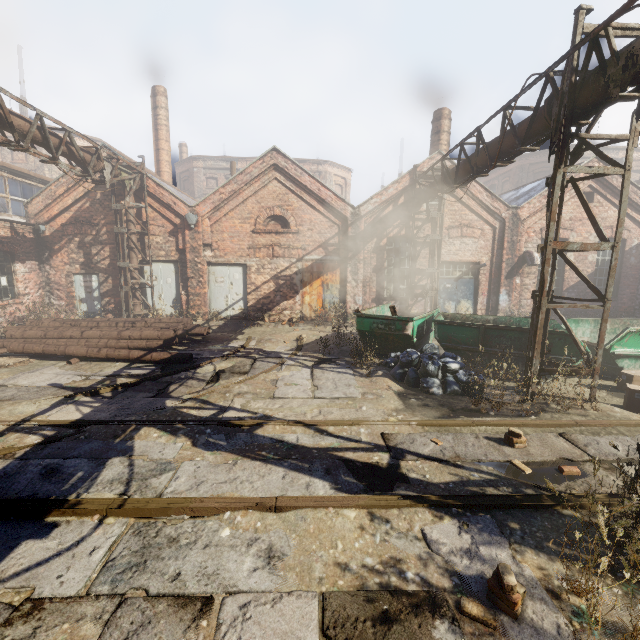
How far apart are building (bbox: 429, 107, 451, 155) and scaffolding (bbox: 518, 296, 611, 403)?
10.9m

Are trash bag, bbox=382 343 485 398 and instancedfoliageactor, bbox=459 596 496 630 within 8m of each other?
yes

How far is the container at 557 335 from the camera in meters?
7.4 m

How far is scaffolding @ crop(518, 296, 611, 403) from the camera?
6.2 meters

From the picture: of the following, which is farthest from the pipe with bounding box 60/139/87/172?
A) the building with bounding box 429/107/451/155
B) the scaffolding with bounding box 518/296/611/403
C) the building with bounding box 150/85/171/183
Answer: the building with bounding box 150/85/171/183

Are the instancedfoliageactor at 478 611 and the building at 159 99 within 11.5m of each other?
no

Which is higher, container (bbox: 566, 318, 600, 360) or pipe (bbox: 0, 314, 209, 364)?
container (bbox: 566, 318, 600, 360)

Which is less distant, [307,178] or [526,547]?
[526,547]
